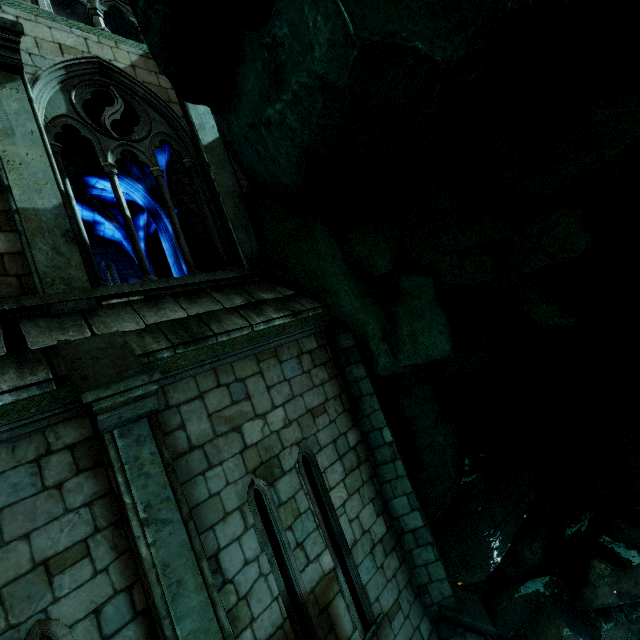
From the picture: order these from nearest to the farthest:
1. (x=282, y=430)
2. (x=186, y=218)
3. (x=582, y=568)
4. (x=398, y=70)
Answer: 1. (x=398, y=70)
2. (x=282, y=430)
3. (x=186, y=218)
4. (x=582, y=568)

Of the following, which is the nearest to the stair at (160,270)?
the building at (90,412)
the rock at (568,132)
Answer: the building at (90,412)

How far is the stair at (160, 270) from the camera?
11.8m

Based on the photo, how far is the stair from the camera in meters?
11.8 m

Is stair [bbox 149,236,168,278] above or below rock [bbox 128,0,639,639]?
above

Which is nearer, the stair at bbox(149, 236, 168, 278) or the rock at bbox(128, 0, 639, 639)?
the rock at bbox(128, 0, 639, 639)

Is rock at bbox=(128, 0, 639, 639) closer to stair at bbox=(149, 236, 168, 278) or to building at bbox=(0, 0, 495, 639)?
building at bbox=(0, 0, 495, 639)
